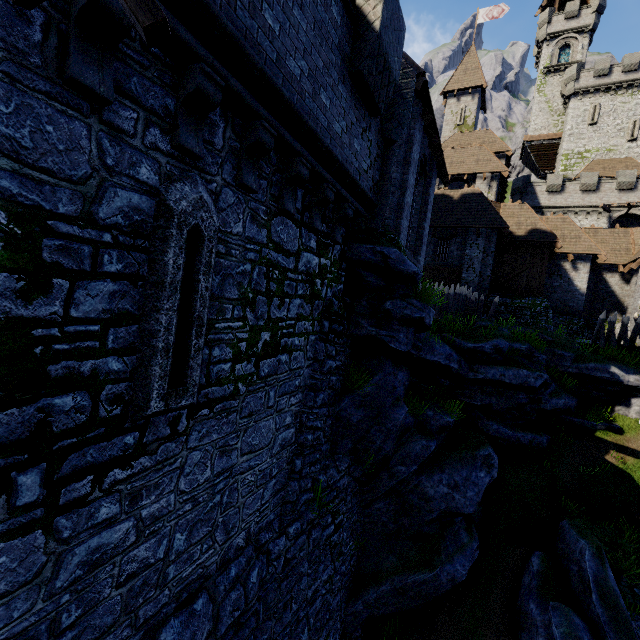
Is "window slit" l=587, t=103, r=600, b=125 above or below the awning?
above

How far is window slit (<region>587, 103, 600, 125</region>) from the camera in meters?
37.9

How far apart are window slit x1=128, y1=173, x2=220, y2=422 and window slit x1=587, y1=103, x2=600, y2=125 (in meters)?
52.53

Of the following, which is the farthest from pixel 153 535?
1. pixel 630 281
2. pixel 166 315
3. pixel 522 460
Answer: pixel 630 281

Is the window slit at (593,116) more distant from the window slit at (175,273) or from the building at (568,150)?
the window slit at (175,273)

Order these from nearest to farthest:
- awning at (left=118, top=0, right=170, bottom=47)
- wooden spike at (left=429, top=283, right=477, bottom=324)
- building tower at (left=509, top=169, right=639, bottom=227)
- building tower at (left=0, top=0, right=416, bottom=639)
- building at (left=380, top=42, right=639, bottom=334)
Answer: awning at (left=118, top=0, right=170, bottom=47)
building tower at (left=0, top=0, right=416, bottom=639)
building at (left=380, top=42, right=639, bottom=334)
wooden spike at (left=429, top=283, right=477, bottom=324)
building tower at (left=509, top=169, right=639, bottom=227)

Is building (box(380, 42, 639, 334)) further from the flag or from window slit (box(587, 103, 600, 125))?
window slit (box(587, 103, 600, 125))

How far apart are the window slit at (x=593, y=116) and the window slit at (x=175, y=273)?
52.5m
